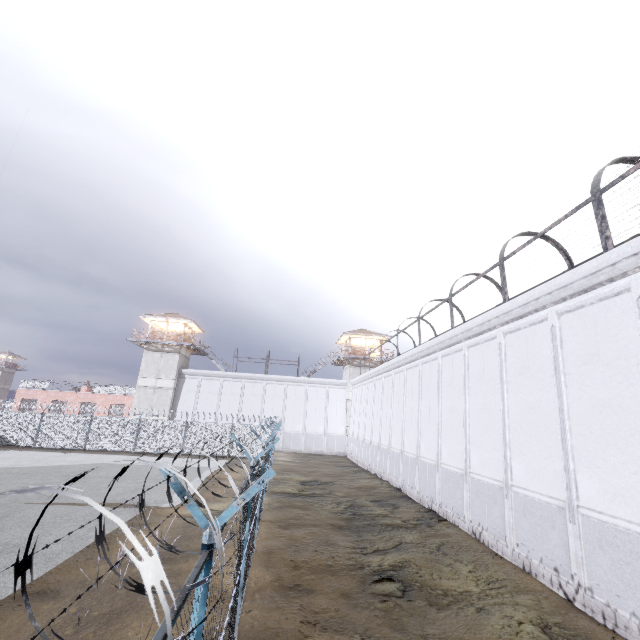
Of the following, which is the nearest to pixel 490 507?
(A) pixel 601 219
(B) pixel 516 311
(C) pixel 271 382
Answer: (B) pixel 516 311

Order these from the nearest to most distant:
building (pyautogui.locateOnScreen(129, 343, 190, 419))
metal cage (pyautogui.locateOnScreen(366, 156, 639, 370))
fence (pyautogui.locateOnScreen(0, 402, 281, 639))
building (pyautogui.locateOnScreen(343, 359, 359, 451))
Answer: fence (pyautogui.locateOnScreen(0, 402, 281, 639)) → metal cage (pyautogui.locateOnScreen(366, 156, 639, 370)) → building (pyautogui.locateOnScreen(129, 343, 190, 419)) → building (pyautogui.locateOnScreen(343, 359, 359, 451))

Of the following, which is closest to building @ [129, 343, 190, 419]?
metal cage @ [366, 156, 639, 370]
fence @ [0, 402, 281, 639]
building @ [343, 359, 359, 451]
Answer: fence @ [0, 402, 281, 639]

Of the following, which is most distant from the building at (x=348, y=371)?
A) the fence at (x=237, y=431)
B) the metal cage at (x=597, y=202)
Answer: the metal cage at (x=597, y=202)

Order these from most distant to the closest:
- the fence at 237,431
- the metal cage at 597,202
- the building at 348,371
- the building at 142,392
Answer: the building at 348,371
the building at 142,392
the metal cage at 597,202
the fence at 237,431

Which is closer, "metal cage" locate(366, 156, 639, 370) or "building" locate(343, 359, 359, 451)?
"metal cage" locate(366, 156, 639, 370)

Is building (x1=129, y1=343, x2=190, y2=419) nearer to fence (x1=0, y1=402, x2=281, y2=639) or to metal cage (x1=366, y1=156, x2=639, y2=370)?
fence (x1=0, y1=402, x2=281, y2=639)

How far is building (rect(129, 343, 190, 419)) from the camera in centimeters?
3525cm
